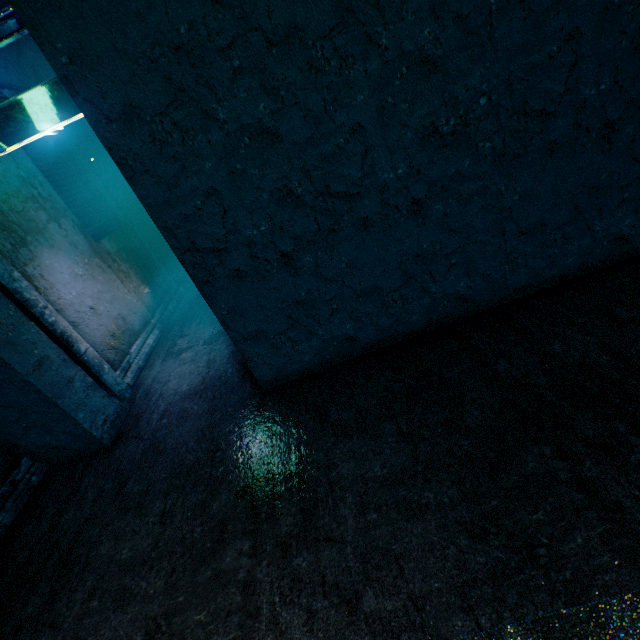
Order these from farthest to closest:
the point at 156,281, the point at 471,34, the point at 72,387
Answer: the point at 156,281 < the point at 72,387 < the point at 471,34

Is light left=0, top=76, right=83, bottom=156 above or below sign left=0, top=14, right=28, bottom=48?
below

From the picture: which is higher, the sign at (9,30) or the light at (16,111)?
the sign at (9,30)

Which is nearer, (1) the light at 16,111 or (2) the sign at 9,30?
(2) the sign at 9,30

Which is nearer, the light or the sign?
the sign
